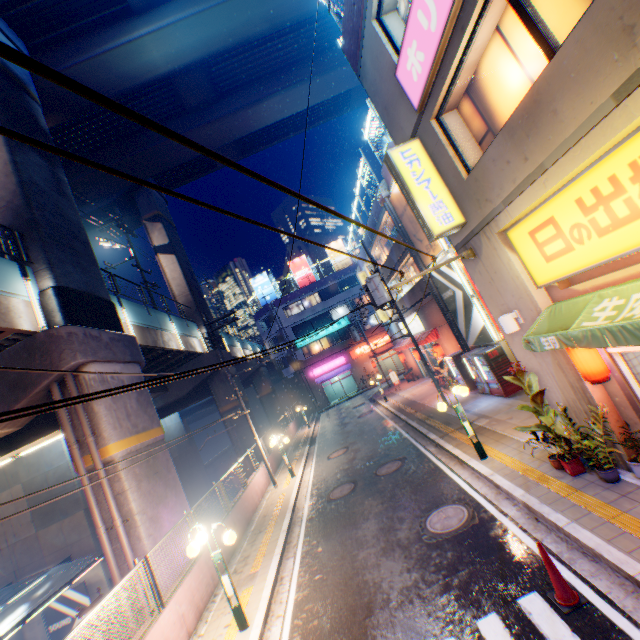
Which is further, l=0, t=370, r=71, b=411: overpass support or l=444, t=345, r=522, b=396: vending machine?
l=444, t=345, r=522, b=396: vending machine

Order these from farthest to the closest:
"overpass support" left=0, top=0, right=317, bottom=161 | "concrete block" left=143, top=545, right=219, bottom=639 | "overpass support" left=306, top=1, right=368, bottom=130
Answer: "overpass support" left=306, top=1, right=368, bottom=130
"overpass support" left=0, top=0, right=317, bottom=161
"concrete block" left=143, top=545, right=219, bottom=639

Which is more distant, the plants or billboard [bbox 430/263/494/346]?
billboard [bbox 430/263/494/346]

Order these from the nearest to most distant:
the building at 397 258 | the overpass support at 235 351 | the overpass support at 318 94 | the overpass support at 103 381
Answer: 1. the overpass support at 103 381
2. the building at 397 258
3. the overpass support at 318 94
4. the overpass support at 235 351

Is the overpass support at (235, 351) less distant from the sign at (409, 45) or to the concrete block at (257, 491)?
the concrete block at (257, 491)

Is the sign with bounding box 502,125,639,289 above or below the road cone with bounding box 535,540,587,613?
above

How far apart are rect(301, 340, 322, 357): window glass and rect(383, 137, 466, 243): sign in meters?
35.5

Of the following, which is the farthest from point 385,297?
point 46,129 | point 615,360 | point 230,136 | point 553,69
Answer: point 230,136
